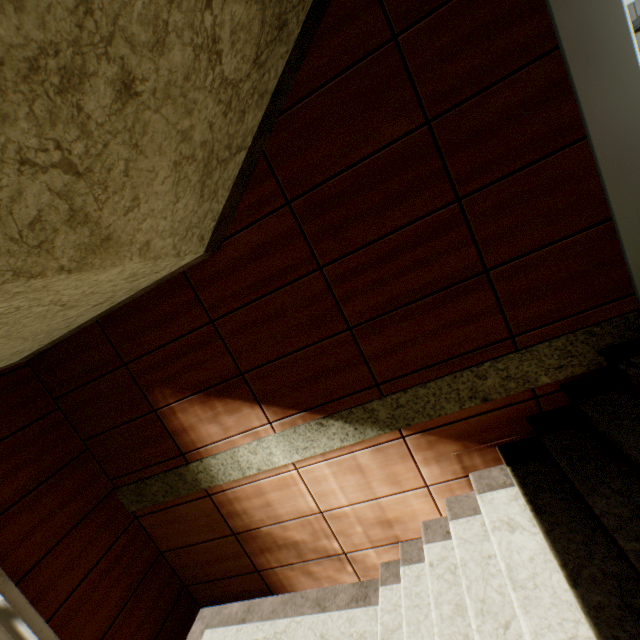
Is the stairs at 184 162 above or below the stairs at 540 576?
above

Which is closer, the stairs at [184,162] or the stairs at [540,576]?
the stairs at [184,162]

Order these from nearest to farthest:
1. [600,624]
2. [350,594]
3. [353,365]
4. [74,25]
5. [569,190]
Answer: [74,25] → [600,624] → [569,190] → [353,365] → [350,594]

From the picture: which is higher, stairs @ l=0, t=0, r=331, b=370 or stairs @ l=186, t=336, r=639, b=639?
stairs @ l=0, t=0, r=331, b=370

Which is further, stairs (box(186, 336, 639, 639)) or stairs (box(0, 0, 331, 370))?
stairs (box(186, 336, 639, 639))
